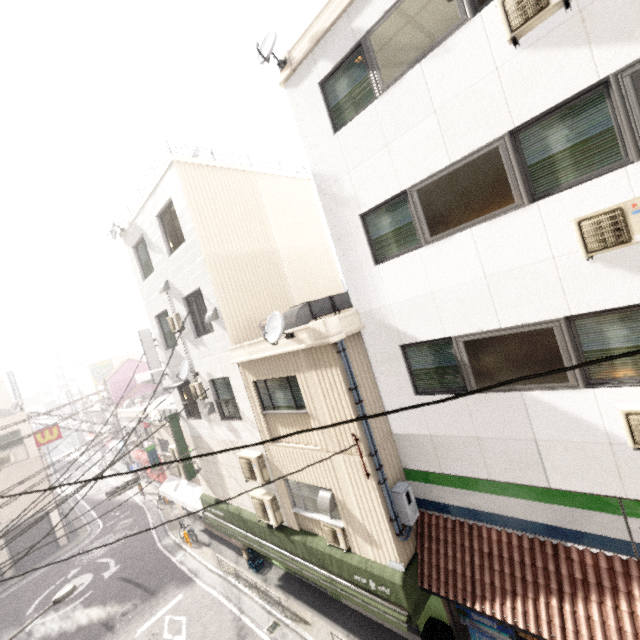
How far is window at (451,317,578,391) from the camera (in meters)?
5.09

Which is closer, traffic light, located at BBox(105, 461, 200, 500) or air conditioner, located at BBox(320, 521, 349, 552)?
air conditioner, located at BBox(320, 521, 349, 552)

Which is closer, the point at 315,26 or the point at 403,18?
the point at 403,18

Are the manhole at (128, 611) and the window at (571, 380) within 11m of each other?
no

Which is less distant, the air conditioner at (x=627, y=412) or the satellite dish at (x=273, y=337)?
the air conditioner at (x=627, y=412)

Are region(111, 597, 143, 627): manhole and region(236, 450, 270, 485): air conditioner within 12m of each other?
yes

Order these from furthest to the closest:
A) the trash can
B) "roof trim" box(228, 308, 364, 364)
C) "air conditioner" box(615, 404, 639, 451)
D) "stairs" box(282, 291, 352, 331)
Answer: A: "stairs" box(282, 291, 352, 331), the trash can, "roof trim" box(228, 308, 364, 364), "air conditioner" box(615, 404, 639, 451)

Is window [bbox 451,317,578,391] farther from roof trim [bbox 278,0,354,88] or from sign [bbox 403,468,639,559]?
roof trim [bbox 278,0,354,88]
